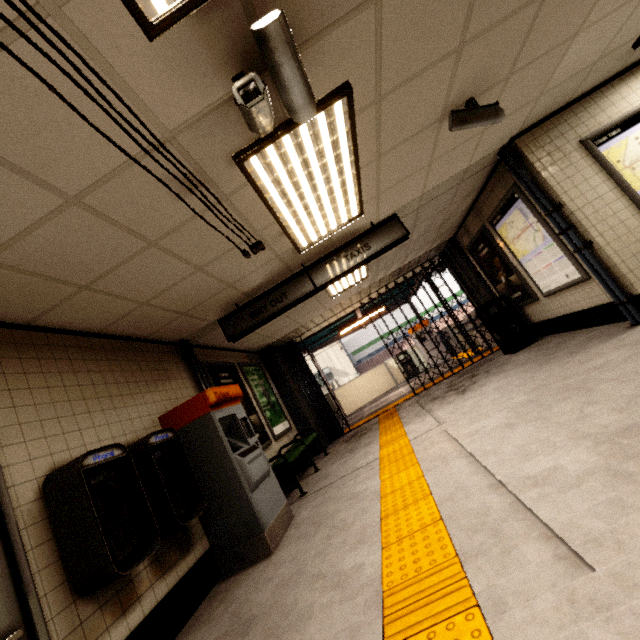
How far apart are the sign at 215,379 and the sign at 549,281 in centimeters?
567cm

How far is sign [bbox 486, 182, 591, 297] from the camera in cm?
477

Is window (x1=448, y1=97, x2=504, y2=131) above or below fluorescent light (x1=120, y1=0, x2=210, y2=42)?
below

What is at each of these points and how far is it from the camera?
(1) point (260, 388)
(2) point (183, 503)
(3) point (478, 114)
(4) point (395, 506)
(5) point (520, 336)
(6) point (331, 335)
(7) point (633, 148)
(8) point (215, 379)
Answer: (1) sign, 7.26m
(2) payphone, 3.12m
(3) window, 3.14m
(4) groundtactileadastrip, 2.87m
(5) trash can, 6.70m
(6) exterior awning, 13.32m
(7) sign, 4.21m
(8) sign, 5.56m

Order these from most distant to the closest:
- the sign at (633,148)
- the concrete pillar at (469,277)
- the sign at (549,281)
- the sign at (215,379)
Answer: the concrete pillar at (469,277) → the sign at (215,379) → the sign at (549,281) → the sign at (633,148)

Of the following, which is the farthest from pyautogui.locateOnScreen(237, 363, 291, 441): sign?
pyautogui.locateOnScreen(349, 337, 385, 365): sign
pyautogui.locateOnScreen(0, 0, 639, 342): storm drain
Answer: pyautogui.locateOnScreen(349, 337, 385, 365): sign

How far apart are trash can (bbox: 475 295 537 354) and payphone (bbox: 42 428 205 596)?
6.8m

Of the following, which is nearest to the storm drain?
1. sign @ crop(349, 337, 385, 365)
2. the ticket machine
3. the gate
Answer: the ticket machine
